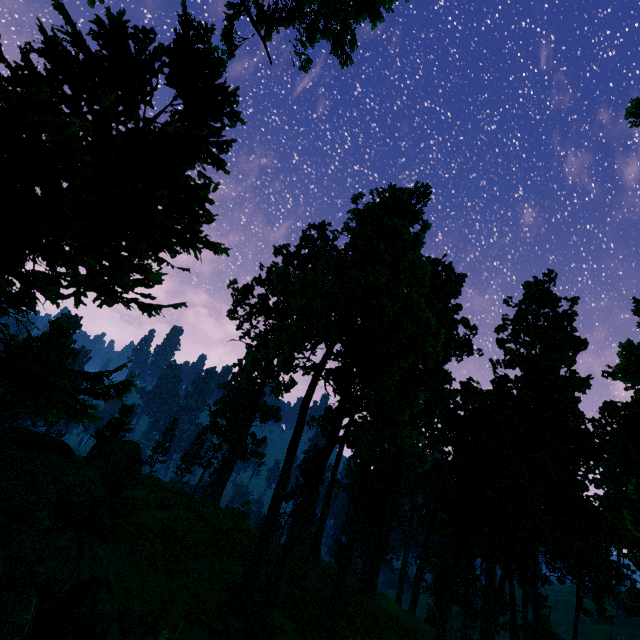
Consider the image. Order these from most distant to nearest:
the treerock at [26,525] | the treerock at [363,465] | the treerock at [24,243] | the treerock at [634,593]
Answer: the treerock at [634,593], the treerock at [363,465], the treerock at [26,525], the treerock at [24,243]

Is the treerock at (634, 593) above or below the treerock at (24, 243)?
below

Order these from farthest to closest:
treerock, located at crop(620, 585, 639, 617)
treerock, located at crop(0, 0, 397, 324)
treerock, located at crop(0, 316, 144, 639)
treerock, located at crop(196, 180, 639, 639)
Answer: treerock, located at crop(620, 585, 639, 617) < treerock, located at crop(196, 180, 639, 639) < treerock, located at crop(0, 316, 144, 639) < treerock, located at crop(0, 0, 397, 324)

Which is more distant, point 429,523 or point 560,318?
point 429,523

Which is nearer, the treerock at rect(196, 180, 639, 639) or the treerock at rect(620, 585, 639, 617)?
the treerock at rect(196, 180, 639, 639)
